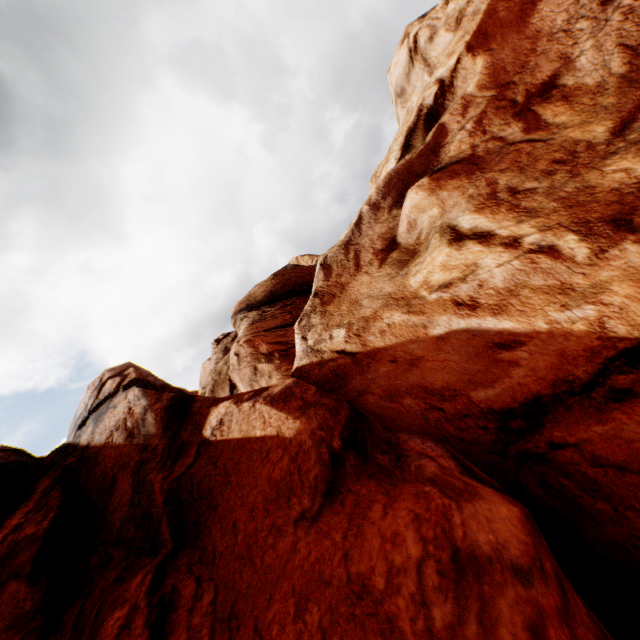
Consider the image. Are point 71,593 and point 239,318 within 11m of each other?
no
